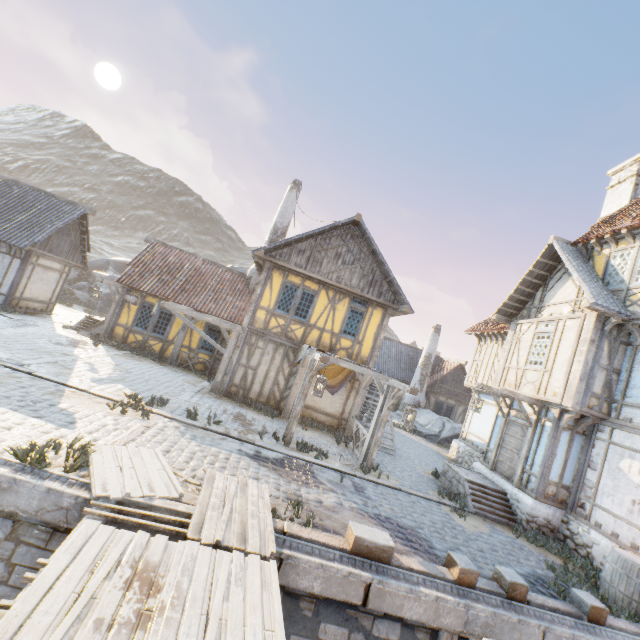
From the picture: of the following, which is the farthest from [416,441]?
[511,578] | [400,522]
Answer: [511,578]

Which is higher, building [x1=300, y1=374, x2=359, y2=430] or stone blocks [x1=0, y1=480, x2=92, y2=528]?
building [x1=300, y1=374, x2=359, y2=430]

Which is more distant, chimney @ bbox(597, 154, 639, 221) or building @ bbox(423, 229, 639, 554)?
chimney @ bbox(597, 154, 639, 221)

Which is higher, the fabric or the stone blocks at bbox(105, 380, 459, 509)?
the fabric

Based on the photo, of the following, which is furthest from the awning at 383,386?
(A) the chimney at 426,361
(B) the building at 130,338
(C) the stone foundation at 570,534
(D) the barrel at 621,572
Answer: (A) the chimney at 426,361

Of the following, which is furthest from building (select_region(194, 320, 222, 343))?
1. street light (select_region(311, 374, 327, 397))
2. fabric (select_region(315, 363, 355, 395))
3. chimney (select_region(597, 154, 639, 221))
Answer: chimney (select_region(597, 154, 639, 221))

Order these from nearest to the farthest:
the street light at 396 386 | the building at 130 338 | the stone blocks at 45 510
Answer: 1. the stone blocks at 45 510
2. the street light at 396 386
3. the building at 130 338

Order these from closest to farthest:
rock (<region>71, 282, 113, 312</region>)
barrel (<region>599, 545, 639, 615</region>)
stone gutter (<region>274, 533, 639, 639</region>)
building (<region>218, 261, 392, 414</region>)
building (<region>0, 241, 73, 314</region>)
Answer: stone gutter (<region>274, 533, 639, 639</region>) → barrel (<region>599, 545, 639, 615</region>) → building (<region>218, 261, 392, 414</region>) → building (<region>0, 241, 73, 314</region>) → rock (<region>71, 282, 113, 312</region>)
